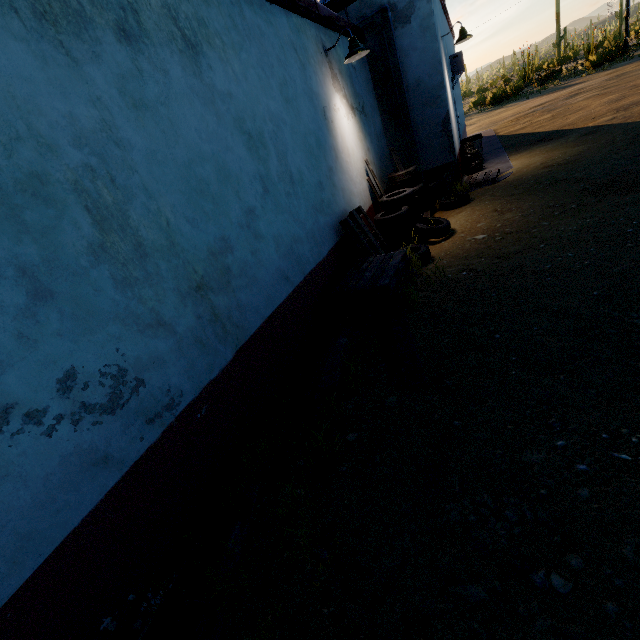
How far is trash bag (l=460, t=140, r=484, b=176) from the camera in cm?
974

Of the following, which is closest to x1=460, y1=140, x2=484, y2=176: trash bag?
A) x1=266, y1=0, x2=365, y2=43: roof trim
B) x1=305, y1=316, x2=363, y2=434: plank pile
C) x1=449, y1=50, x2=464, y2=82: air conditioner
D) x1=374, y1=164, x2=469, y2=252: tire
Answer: x1=449, y1=50, x2=464, y2=82: air conditioner

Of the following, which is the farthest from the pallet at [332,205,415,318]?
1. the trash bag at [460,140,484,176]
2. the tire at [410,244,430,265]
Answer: the trash bag at [460,140,484,176]

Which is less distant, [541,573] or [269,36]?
Answer: [541,573]

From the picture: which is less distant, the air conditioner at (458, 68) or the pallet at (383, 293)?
the pallet at (383, 293)

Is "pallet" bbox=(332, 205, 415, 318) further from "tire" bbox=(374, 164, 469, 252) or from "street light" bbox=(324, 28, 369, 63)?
"street light" bbox=(324, 28, 369, 63)

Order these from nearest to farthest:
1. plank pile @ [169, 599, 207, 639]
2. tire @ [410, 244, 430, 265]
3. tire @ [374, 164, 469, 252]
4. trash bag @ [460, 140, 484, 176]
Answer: plank pile @ [169, 599, 207, 639], tire @ [410, 244, 430, 265], tire @ [374, 164, 469, 252], trash bag @ [460, 140, 484, 176]

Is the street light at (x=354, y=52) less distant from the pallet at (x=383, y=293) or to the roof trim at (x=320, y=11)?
the roof trim at (x=320, y=11)
